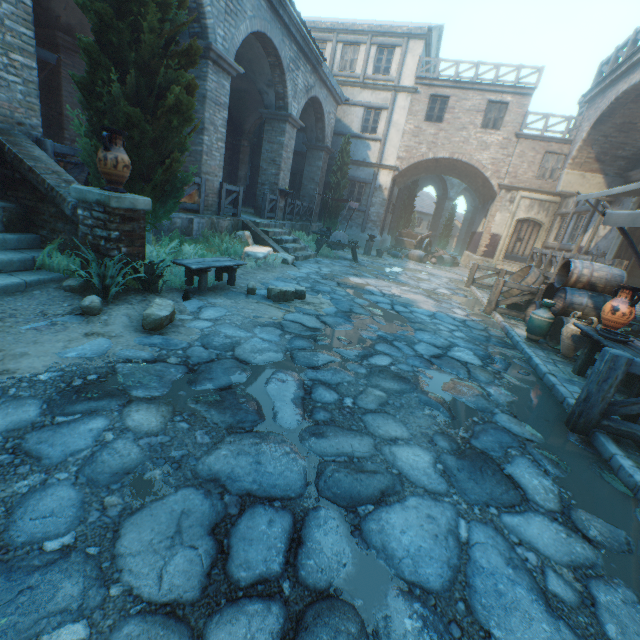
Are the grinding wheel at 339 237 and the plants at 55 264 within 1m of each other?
no

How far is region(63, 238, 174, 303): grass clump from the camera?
4.19m

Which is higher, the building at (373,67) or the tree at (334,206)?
the building at (373,67)

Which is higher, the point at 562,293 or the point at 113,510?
the point at 562,293

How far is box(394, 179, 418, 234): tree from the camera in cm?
2562

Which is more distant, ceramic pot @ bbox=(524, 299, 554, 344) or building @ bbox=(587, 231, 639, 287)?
building @ bbox=(587, 231, 639, 287)

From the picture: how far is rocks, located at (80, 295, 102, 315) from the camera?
3.8m

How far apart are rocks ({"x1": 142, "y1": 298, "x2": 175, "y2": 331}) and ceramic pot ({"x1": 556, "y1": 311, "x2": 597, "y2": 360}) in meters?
6.6
